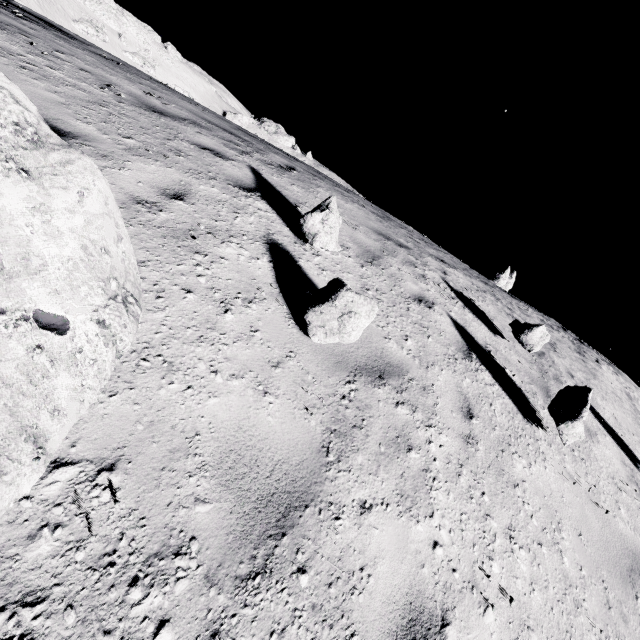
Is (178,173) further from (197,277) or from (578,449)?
(578,449)

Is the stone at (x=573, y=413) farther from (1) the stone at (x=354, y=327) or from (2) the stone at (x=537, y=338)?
(1) the stone at (x=354, y=327)

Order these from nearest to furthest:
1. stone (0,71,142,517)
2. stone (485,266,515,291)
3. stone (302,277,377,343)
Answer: stone (0,71,142,517) → stone (302,277,377,343) → stone (485,266,515,291)

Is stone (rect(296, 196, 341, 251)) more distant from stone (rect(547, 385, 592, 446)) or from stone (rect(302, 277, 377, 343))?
stone (rect(547, 385, 592, 446))

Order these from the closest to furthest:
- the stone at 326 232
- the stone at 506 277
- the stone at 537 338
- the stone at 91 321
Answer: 1. the stone at 91 321
2. the stone at 326 232
3. the stone at 537 338
4. the stone at 506 277

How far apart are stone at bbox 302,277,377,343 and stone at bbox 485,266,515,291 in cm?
2980

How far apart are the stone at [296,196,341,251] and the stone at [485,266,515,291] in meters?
28.8

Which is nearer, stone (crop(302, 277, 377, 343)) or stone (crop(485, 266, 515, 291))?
stone (crop(302, 277, 377, 343))
